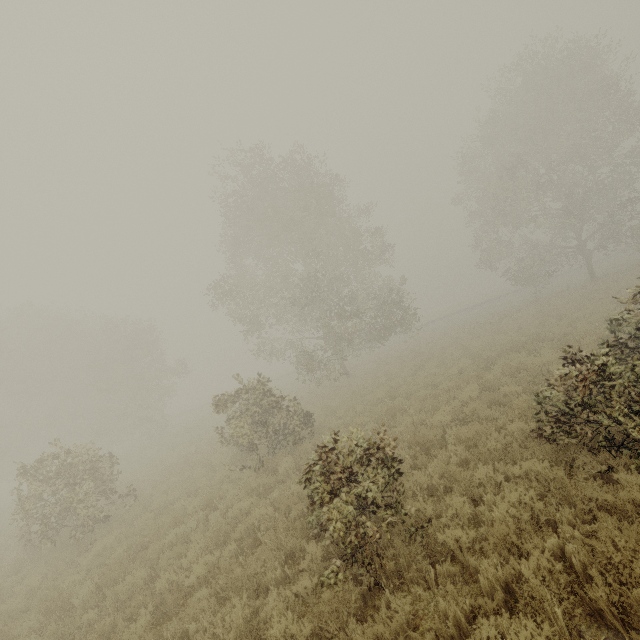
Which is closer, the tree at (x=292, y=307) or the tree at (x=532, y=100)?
the tree at (x=292, y=307)

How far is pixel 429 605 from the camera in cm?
451

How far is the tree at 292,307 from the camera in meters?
20.2

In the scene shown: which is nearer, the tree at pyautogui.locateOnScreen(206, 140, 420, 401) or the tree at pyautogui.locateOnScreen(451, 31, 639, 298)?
the tree at pyautogui.locateOnScreen(206, 140, 420, 401)

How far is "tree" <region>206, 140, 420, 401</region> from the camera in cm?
2017
